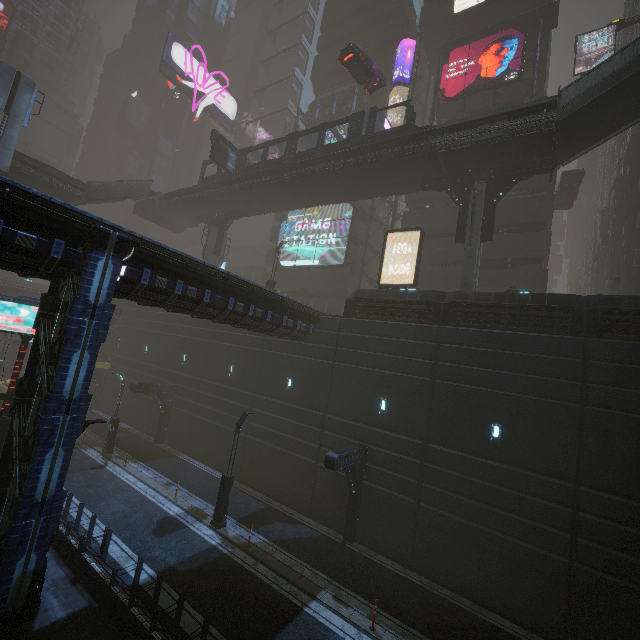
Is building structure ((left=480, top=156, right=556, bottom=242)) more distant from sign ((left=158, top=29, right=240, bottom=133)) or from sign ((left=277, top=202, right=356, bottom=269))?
sign ((left=158, top=29, right=240, bottom=133))

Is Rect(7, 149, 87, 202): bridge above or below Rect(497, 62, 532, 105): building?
below

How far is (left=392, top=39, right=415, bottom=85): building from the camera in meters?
35.3 m

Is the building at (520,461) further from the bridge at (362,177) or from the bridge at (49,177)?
the bridge at (49,177)

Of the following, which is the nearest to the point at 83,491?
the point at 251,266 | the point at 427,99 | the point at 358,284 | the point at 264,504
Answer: the point at 264,504

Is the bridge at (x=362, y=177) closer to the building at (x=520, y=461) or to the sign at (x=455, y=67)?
the building at (x=520, y=461)

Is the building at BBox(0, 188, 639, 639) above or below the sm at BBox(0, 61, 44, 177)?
below

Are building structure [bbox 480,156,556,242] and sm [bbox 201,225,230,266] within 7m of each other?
no
